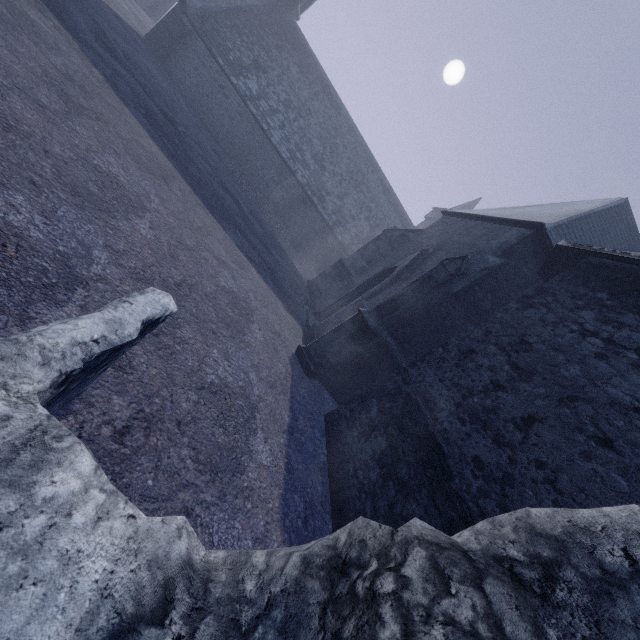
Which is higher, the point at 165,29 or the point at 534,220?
the point at 534,220
